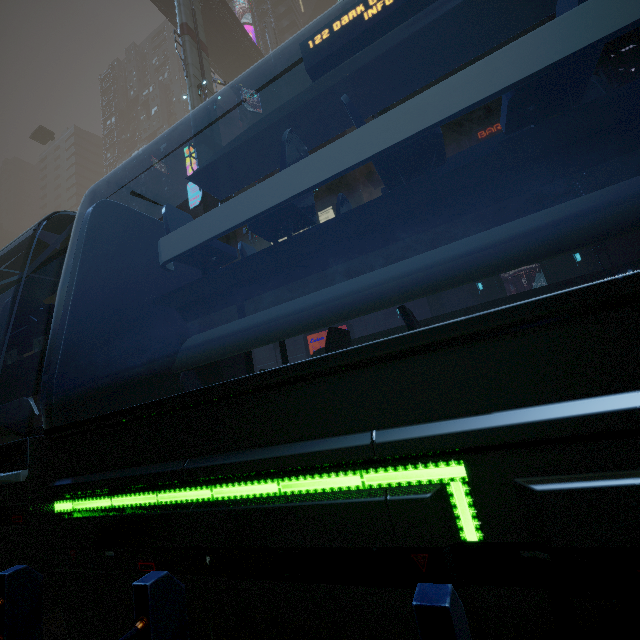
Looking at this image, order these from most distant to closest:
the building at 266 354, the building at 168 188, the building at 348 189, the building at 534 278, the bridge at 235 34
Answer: the building at 168 188, the building at 348 189, the bridge at 235 34, the building at 266 354, the building at 534 278

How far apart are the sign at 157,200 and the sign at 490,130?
49.7 meters

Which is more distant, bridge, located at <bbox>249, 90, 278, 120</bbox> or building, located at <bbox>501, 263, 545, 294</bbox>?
bridge, located at <bbox>249, 90, 278, 120</bbox>

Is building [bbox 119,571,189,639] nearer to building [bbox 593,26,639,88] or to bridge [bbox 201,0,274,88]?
building [bbox 593,26,639,88]

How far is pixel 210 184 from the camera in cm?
424

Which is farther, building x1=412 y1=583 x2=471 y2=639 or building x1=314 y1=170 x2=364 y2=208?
building x1=314 y1=170 x2=364 y2=208

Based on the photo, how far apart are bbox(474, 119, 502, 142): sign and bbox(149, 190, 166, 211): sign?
49.7 meters

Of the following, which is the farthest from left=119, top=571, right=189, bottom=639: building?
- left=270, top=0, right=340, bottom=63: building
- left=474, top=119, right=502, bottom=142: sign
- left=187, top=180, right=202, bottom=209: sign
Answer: left=474, top=119, right=502, bottom=142: sign
